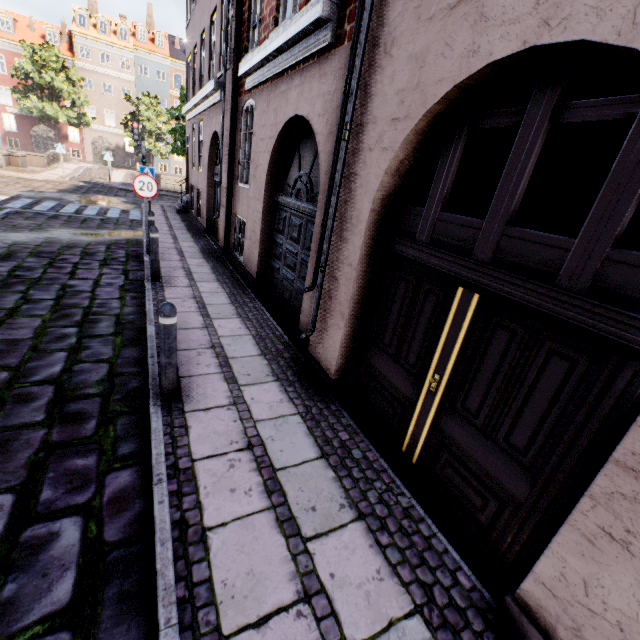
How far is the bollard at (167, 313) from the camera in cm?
312

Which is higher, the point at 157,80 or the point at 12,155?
the point at 157,80

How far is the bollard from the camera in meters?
3.1 m

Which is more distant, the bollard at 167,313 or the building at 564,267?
the bollard at 167,313

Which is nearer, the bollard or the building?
the building
